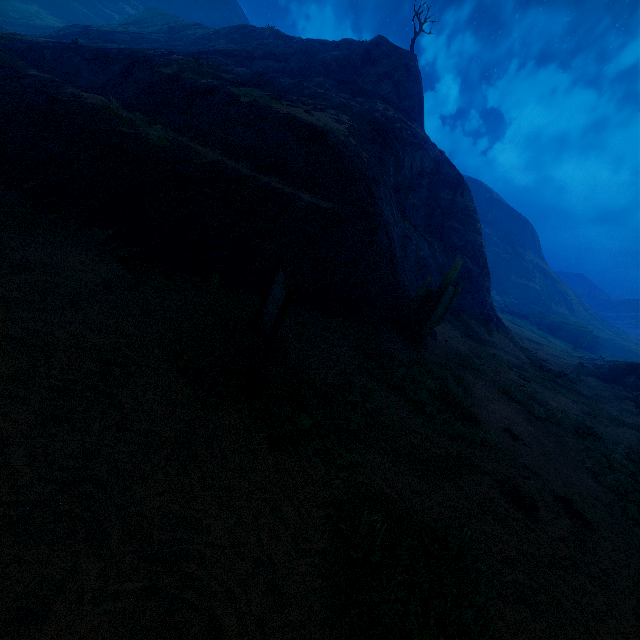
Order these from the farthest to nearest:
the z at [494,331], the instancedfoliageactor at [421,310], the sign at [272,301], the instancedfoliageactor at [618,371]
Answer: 1. the instancedfoliageactor at [618,371]
2. the instancedfoliageactor at [421,310]
3. the sign at [272,301]
4. the z at [494,331]

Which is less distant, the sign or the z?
the z

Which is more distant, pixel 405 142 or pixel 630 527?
pixel 405 142

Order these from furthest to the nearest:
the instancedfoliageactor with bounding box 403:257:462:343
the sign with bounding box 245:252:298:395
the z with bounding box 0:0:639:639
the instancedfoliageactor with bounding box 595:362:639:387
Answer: the instancedfoliageactor with bounding box 595:362:639:387
the instancedfoliageactor with bounding box 403:257:462:343
the sign with bounding box 245:252:298:395
the z with bounding box 0:0:639:639

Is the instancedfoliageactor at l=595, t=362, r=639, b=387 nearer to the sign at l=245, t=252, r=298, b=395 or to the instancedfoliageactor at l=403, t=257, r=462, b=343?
the instancedfoliageactor at l=403, t=257, r=462, b=343

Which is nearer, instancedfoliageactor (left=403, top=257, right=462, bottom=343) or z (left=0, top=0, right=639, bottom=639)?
z (left=0, top=0, right=639, bottom=639)

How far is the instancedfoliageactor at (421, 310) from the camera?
13.2m

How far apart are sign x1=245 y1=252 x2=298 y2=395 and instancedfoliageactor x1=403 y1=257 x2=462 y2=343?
7.4m
